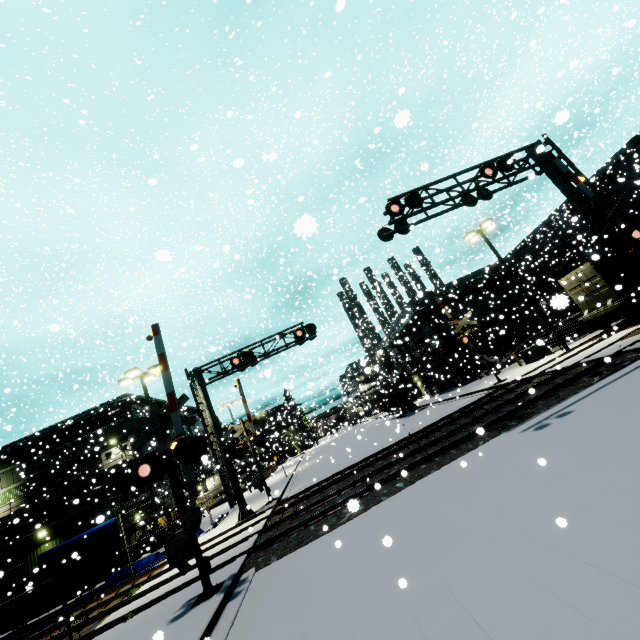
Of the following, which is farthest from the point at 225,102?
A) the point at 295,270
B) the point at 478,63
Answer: the point at 478,63

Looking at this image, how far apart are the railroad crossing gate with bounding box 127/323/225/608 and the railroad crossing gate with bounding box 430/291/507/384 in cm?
1363

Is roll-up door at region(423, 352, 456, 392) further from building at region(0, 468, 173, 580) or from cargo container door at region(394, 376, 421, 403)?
cargo container door at region(394, 376, 421, 403)

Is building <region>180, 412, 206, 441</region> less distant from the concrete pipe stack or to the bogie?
the concrete pipe stack

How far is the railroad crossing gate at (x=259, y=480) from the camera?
18.6 meters

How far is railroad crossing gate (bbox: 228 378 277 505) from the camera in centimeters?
1859cm

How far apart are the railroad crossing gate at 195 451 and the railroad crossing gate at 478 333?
13.6m

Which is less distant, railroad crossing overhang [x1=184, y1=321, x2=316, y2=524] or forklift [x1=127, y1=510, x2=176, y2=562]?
railroad crossing overhang [x1=184, y1=321, x2=316, y2=524]
